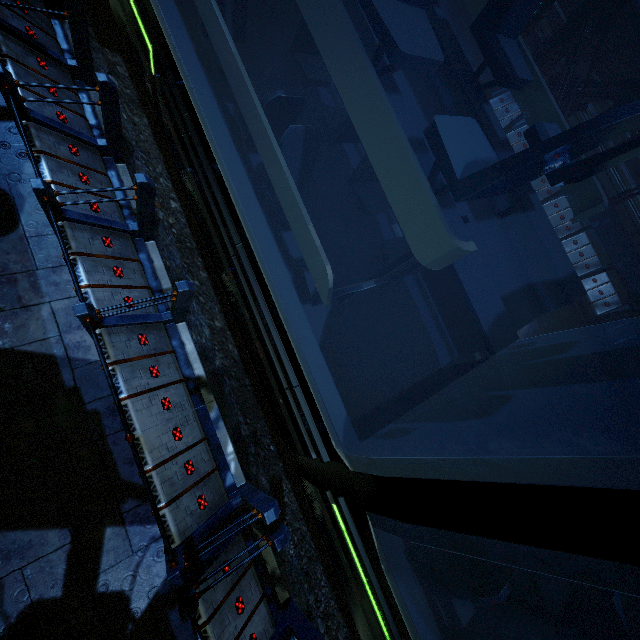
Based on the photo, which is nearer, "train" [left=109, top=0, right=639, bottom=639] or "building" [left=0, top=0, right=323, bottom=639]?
"train" [left=109, top=0, right=639, bottom=639]

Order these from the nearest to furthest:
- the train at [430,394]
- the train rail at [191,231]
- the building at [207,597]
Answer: the train at [430,394]
the building at [207,597]
the train rail at [191,231]

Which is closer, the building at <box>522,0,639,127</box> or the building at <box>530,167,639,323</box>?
the building at <box>522,0,639,127</box>

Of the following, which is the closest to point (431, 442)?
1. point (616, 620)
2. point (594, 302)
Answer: point (616, 620)

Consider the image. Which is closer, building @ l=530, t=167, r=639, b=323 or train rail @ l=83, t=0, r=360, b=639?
train rail @ l=83, t=0, r=360, b=639

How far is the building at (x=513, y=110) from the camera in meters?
9.3 m

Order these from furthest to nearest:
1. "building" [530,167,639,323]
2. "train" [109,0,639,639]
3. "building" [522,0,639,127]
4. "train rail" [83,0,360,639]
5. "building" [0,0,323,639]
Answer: "building" [530,167,639,323]
"building" [522,0,639,127]
"train rail" [83,0,360,639]
"building" [0,0,323,639]
"train" [109,0,639,639]
